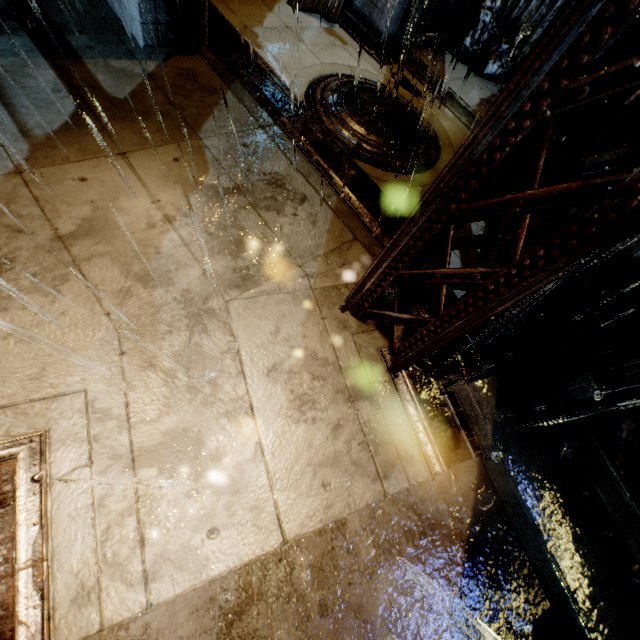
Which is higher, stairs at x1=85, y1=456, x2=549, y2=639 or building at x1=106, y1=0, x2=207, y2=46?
building at x1=106, y1=0, x2=207, y2=46

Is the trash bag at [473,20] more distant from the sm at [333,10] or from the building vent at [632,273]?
the building vent at [632,273]

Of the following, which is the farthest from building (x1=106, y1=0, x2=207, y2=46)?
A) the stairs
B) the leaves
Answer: the leaves

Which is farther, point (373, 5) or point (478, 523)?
point (373, 5)

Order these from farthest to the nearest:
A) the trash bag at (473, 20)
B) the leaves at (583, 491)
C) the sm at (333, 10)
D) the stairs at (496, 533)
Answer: the trash bag at (473, 20) → the sm at (333, 10) → the leaves at (583, 491) → the stairs at (496, 533)

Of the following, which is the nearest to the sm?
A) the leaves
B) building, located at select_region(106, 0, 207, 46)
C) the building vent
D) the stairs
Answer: building, located at select_region(106, 0, 207, 46)

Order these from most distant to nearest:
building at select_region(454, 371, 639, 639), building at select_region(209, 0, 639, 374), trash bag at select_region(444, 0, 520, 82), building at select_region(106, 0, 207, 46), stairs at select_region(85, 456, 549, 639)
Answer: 1. trash bag at select_region(444, 0, 520, 82)
2. building at select_region(106, 0, 207, 46)
3. building at select_region(454, 371, 639, 639)
4. stairs at select_region(85, 456, 549, 639)
5. building at select_region(209, 0, 639, 374)

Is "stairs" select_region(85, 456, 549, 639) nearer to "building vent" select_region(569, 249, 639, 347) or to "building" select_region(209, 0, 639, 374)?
"building" select_region(209, 0, 639, 374)
